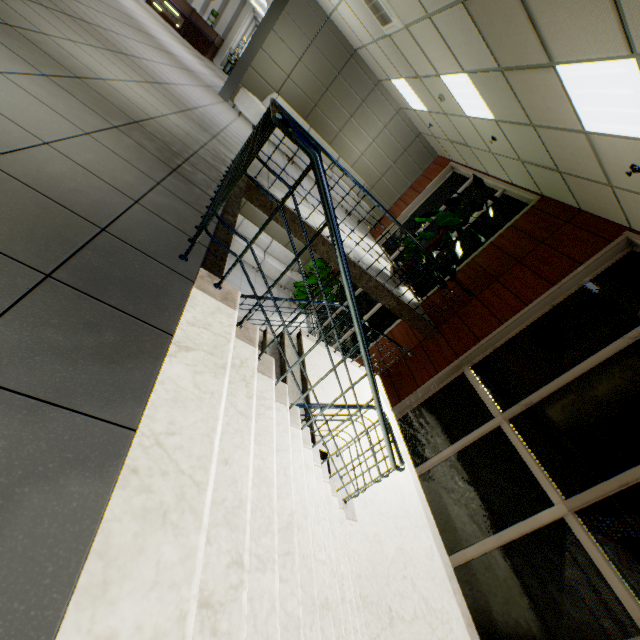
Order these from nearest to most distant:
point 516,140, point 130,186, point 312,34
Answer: point 130,186
point 516,140
point 312,34

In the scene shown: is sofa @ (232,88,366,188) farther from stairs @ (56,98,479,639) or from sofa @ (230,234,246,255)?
stairs @ (56,98,479,639)

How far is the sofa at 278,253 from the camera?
11.1 meters

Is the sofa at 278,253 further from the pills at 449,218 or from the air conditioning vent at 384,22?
the air conditioning vent at 384,22

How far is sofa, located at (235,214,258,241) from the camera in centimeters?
1084cm

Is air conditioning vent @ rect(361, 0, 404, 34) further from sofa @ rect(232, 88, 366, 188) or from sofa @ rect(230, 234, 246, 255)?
sofa @ rect(230, 234, 246, 255)

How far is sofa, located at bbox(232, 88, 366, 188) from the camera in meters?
8.6 m

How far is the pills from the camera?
6.3m
